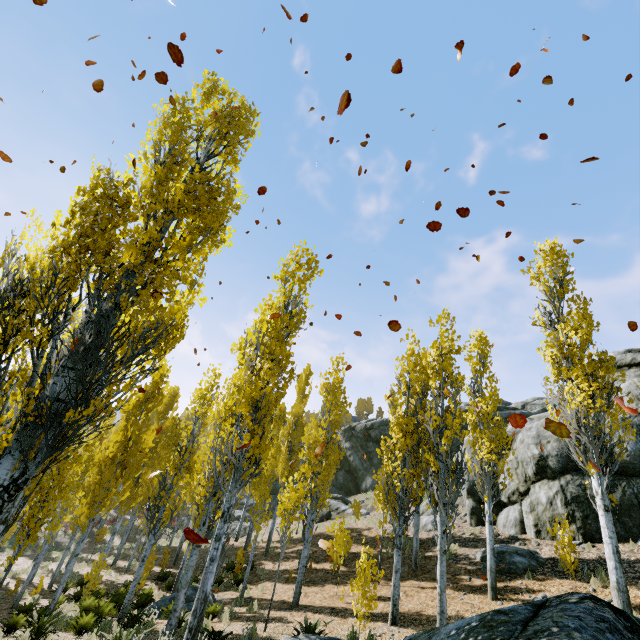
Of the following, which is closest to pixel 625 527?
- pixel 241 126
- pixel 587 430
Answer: pixel 587 430

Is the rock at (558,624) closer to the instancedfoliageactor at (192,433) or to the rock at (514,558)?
the instancedfoliageactor at (192,433)

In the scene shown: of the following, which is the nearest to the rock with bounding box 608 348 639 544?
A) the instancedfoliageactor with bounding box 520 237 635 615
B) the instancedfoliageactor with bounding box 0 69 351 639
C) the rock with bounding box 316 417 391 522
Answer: the instancedfoliageactor with bounding box 0 69 351 639

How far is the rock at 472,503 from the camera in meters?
18.4 m

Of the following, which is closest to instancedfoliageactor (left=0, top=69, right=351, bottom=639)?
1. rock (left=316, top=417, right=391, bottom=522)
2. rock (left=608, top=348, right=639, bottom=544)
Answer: rock (left=608, top=348, right=639, bottom=544)

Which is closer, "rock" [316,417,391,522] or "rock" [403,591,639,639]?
"rock" [403,591,639,639]

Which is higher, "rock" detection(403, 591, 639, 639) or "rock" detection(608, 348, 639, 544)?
"rock" detection(608, 348, 639, 544)

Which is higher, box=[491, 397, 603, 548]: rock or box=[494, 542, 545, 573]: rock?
box=[491, 397, 603, 548]: rock
